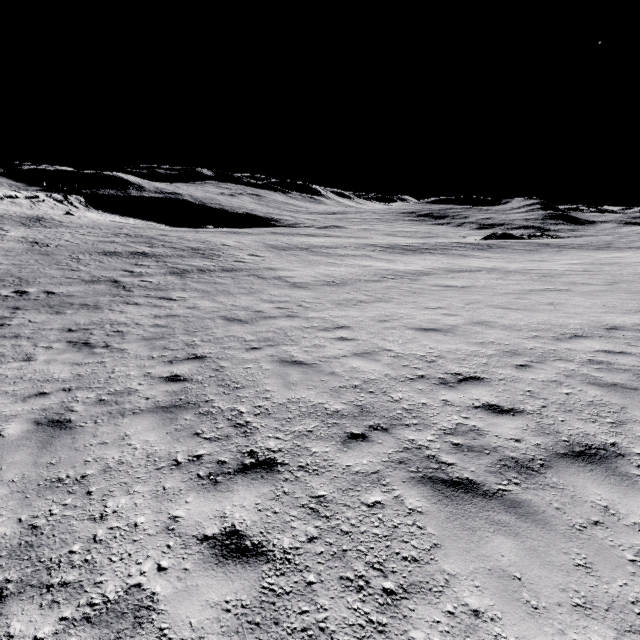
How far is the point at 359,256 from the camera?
28.3 meters
